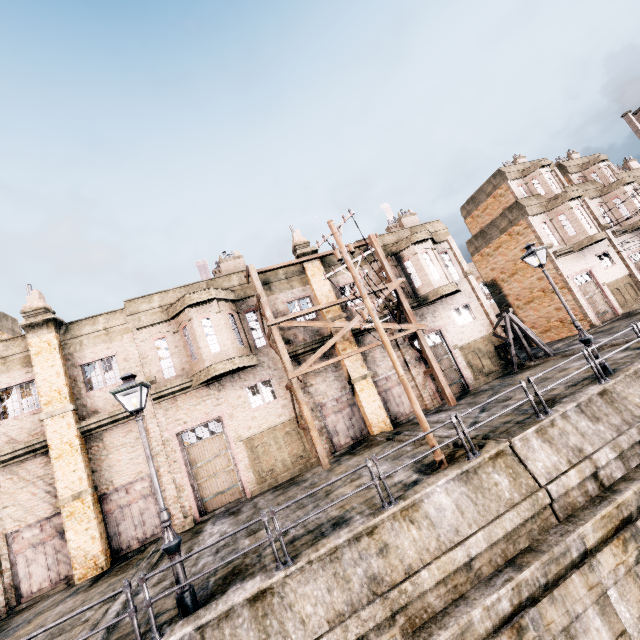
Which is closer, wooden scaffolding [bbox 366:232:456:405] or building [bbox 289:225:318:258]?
wooden scaffolding [bbox 366:232:456:405]

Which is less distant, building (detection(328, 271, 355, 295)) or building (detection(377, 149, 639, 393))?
building (detection(328, 271, 355, 295))

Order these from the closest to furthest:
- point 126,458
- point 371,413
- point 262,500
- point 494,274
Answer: point 262,500
point 126,458
point 371,413
point 494,274

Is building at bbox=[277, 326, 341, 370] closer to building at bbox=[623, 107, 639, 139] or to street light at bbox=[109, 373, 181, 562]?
street light at bbox=[109, 373, 181, 562]

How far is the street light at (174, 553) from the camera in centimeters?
762cm

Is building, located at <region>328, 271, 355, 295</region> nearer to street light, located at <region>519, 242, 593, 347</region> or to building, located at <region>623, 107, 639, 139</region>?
street light, located at <region>519, 242, 593, 347</region>

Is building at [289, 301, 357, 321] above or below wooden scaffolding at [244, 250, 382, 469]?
above
